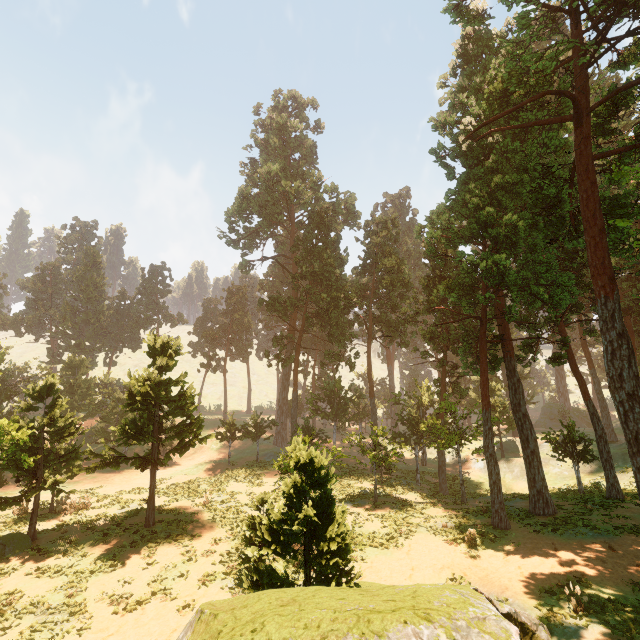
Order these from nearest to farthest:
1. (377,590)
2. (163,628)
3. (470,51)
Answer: (377,590)
(163,628)
(470,51)
